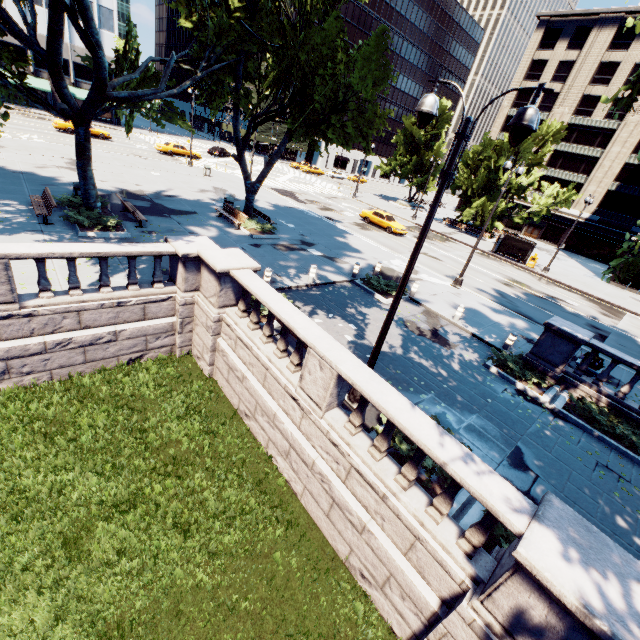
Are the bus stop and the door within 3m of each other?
no

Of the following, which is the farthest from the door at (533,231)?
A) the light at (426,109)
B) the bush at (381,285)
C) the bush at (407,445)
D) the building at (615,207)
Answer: the light at (426,109)

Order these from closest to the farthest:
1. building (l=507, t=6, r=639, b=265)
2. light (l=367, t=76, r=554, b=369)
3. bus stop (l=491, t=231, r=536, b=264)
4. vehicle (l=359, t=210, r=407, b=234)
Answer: light (l=367, t=76, r=554, b=369) < vehicle (l=359, t=210, r=407, b=234) < bus stop (l=491, t=231, r=536, b=264) < building (l=507, t=6, r=639, b=265)

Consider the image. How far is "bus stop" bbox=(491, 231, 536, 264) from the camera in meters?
32.4

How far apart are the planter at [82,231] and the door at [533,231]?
64.18m

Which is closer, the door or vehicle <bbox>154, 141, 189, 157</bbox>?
vehicle <bbox>154, 141, 189, 157</bbox>

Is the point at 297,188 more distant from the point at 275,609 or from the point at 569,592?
the point at 569,592

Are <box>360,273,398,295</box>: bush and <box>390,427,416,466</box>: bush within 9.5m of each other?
yes
